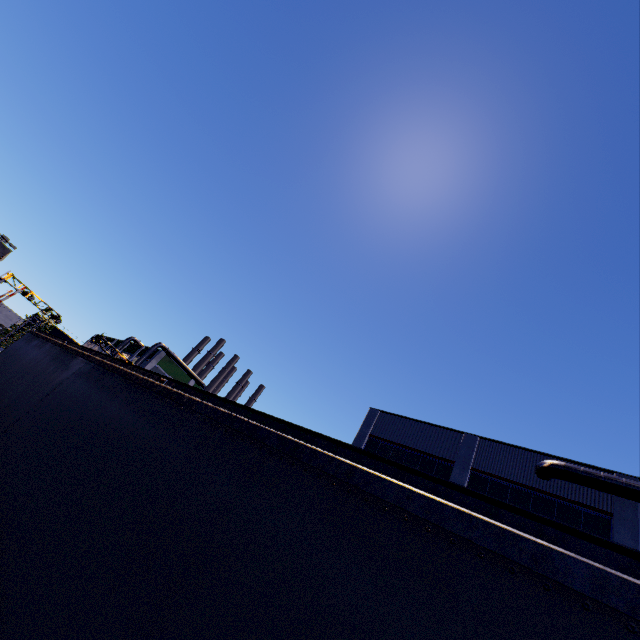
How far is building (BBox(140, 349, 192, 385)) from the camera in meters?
54.8

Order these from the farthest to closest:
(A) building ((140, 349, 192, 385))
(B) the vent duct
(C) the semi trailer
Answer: (A) building ((140, 349, 192, 385)), (B) the vent duct, (C) the semi trailer

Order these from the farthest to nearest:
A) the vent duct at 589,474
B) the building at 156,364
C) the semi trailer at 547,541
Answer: the building at 156,364
the vent duct at 589,474
the semi trailer at 547,541

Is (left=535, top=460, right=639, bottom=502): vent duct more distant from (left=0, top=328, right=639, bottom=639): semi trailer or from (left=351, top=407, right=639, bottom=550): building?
(left=0, top=328, right=639, bottom=639): semi trailer

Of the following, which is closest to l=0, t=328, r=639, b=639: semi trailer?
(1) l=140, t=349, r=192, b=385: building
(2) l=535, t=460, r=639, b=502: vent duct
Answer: (1) l=140, t=349, r=192, b=385: building

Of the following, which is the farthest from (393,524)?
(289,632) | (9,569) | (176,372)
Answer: (176,372)

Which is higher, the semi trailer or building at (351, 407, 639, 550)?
building at (351, 407, 639, 550)

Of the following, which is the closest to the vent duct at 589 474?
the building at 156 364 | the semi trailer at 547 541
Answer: the building at 156 364
